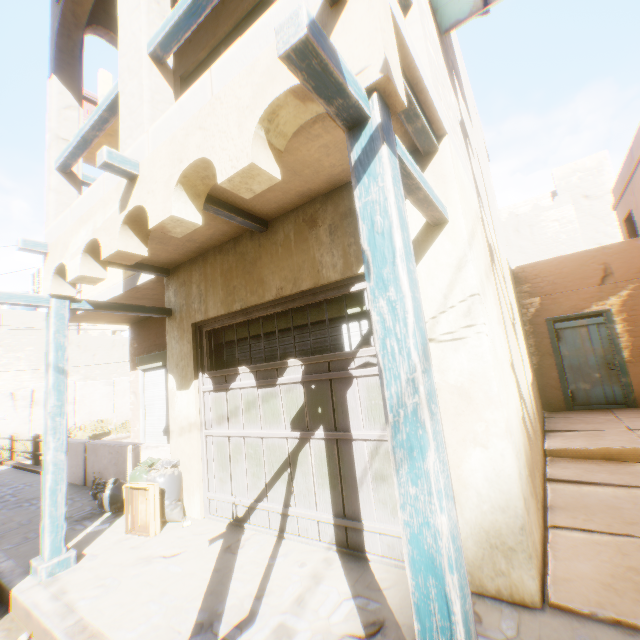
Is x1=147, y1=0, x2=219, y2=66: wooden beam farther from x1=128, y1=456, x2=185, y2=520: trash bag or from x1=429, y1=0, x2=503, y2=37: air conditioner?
x1=128, y1=456, x2=185, y2=520: trash bag

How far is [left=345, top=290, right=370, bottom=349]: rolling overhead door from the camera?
3.6 meters

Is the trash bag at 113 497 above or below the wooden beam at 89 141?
below

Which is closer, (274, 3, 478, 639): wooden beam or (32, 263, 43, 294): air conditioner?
(274, 3, 478, 639): wooden beam

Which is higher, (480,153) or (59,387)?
(480,153)

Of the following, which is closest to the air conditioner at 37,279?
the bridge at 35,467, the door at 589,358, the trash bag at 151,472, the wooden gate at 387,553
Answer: the wooden gate at 387,553

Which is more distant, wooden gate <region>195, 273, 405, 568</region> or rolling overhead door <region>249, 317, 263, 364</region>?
rolling overhead door <region>249, 317, 263, 364</region>

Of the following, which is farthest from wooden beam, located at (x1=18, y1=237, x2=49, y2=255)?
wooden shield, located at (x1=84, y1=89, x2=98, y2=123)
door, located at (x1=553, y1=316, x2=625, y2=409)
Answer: door, located at (x1=553, y1=316, x2=625, y2=409)
